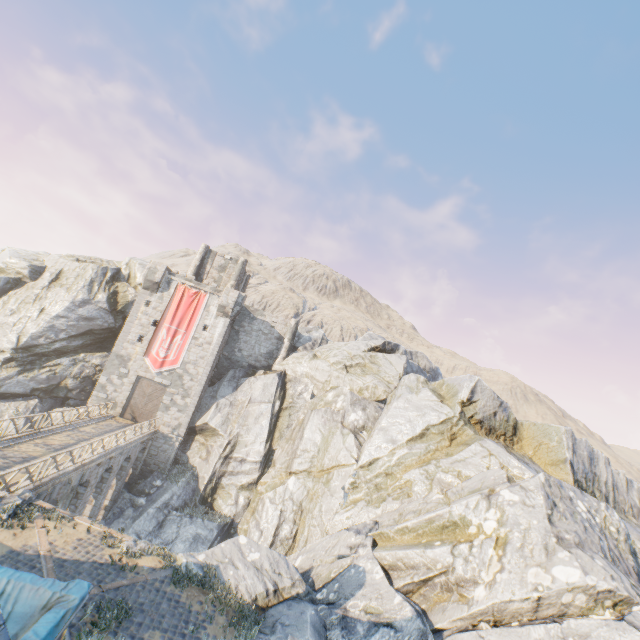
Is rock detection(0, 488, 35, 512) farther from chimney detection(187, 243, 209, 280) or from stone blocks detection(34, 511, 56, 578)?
chimney detection(187, 243, 209, 280)

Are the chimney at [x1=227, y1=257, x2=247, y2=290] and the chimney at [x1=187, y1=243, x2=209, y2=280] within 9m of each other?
yes

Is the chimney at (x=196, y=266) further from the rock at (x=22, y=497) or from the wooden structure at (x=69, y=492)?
the wooden structure at (x=69, y=492)

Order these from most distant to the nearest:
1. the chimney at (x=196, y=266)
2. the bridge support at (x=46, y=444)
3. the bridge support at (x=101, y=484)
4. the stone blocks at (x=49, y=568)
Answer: the chimney at (x=196, y=266)
the bridge support at (x=101, y=484)
the bridge support at (x=46, y=444)
the stone blocks at (x=49, y=568)

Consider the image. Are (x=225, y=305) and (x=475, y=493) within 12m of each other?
no

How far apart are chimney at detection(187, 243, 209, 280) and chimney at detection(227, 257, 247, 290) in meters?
3.2

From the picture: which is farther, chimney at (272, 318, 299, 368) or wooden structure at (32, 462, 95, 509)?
chimney at (272, 318, 299, 368)

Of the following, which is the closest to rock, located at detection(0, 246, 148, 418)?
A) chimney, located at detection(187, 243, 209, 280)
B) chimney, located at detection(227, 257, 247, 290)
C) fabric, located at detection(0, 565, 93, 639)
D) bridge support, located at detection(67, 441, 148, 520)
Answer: bridge support, located at detection(67, 441, 148, 520)
